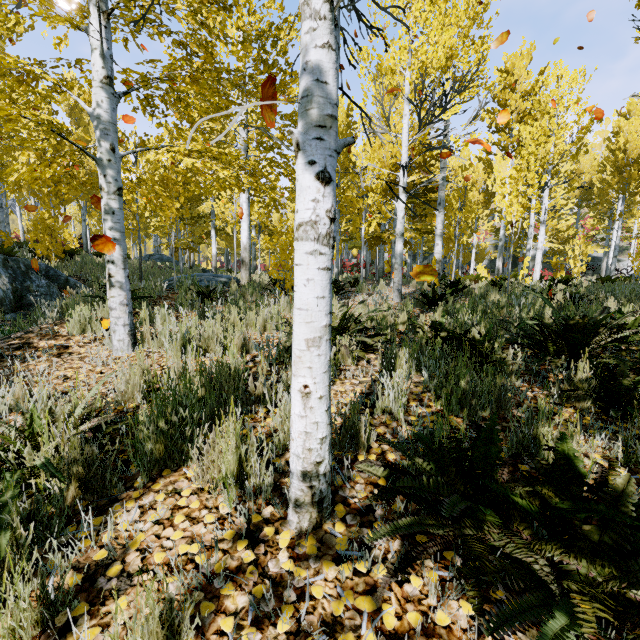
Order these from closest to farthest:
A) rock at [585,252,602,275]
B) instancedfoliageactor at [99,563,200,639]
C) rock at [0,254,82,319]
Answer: instancedfoliageactor at [99,563,200,639], rock at [0,254,82,319], rock at [585,252,602,275]

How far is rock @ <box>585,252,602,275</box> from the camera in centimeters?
2867cm

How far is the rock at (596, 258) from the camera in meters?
28.7

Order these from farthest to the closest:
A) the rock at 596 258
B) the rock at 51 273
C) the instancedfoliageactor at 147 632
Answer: the rock at 596 258 → the rock at 51 273 → the instancedfoliageactor at 147 632

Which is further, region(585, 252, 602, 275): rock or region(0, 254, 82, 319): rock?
region(585, 252, 602, 275): rock

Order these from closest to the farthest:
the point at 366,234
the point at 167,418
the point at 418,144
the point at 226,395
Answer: the point at 167,418
the point at 226,395
the point at 366,234
the point at 418,144

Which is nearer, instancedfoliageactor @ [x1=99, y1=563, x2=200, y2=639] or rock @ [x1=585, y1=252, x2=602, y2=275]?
instancedfoliageactor @ [x1=99, y1=563, x2=200, y2=639]
